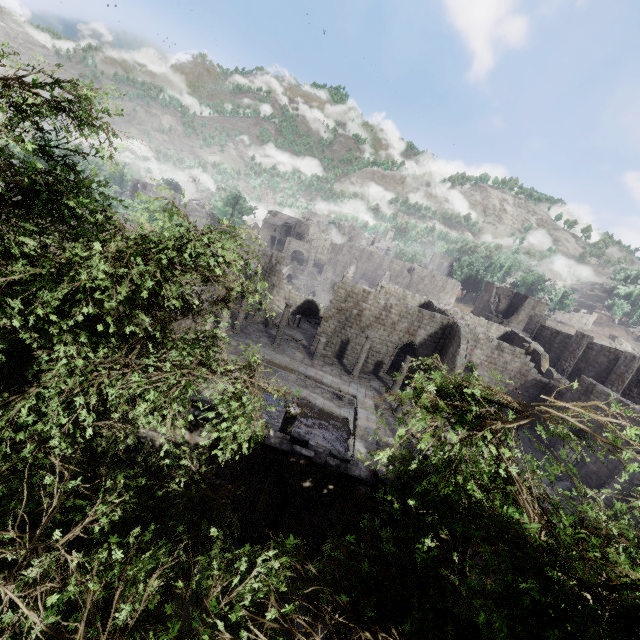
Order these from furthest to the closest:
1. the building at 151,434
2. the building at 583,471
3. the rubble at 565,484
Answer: the rubble at 565,484, the building at 583,471, the building at 151,434

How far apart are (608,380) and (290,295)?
32.8 meters

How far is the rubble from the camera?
19.5 meters

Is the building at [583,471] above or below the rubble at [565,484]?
above

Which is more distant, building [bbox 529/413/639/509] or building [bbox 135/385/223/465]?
building [bbox 529/413/639/509]

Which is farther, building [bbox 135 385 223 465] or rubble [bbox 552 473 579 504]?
rubble [bbox 552 473 579 504]
